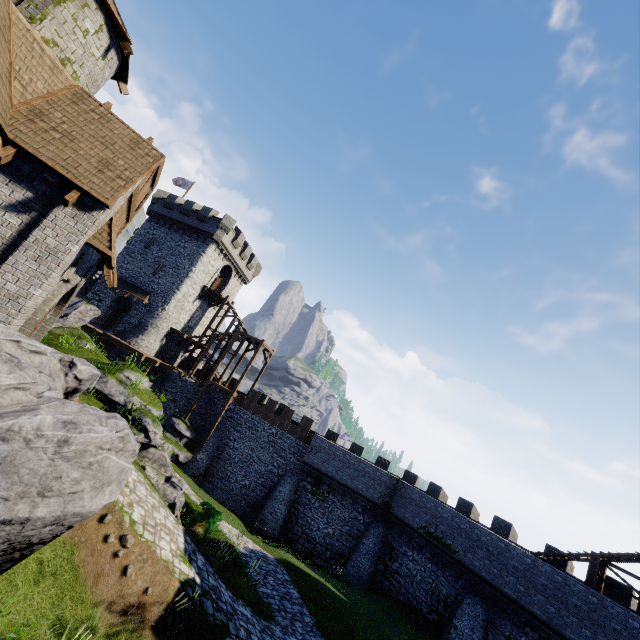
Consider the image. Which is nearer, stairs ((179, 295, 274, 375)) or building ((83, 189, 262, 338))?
stairs ((179, 295, 274, 375))

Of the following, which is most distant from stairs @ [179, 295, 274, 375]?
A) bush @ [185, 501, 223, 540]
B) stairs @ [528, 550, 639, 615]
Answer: stairs @ [528, 550, 639, 615]

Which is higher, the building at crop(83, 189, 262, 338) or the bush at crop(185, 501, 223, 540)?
the building at crop(83, 189, 262, 338)

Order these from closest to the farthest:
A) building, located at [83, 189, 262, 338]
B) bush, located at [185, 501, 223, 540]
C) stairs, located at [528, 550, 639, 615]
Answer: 1. bush, located at [185, 501, 223, 540]
2. stairs, located at [528, 550, 639, 615]
3. building, located at [83, 189, 262, 338]

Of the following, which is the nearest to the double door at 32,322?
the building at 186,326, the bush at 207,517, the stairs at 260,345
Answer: the bush at 207,517

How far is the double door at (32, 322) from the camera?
9.5 meters

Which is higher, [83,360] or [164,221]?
[164,221]

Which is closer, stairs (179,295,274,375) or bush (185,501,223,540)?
bush (185,501,223,540)
